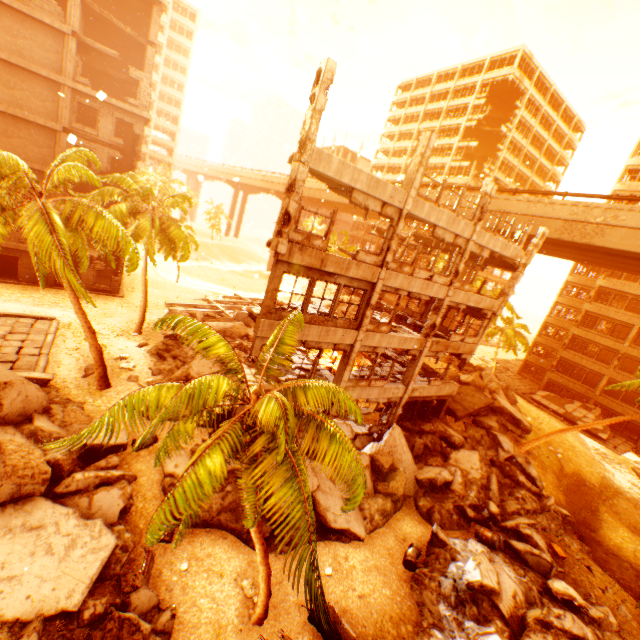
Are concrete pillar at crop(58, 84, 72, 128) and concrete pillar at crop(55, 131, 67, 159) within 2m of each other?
yes

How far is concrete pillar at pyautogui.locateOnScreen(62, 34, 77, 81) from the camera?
22.1m

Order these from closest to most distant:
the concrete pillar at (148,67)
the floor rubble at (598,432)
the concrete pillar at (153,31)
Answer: the concrete pillar at (153,31)
the concrete pillar at (148,67)
the floor rubble at (598,432)

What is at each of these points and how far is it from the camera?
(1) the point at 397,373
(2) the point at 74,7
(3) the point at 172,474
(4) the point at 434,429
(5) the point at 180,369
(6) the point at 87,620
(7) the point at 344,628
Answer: (1) floor rubble, 20.03m
(2) concrete pillar, 21.62m
(3) rock pile, 12.64m
(4) rock pile, 19.39m
(5) rock pile, 18.98m
(6) rock pile, 8.16m
(7) floor rubble, 8.84m

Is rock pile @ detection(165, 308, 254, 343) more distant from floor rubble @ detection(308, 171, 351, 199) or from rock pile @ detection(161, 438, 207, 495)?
floor rubble @ detection(308, 171, 351, 199)

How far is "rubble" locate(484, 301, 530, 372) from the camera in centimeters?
3500cm

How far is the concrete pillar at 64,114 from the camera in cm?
2291

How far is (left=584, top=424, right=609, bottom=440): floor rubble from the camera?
31.67m
